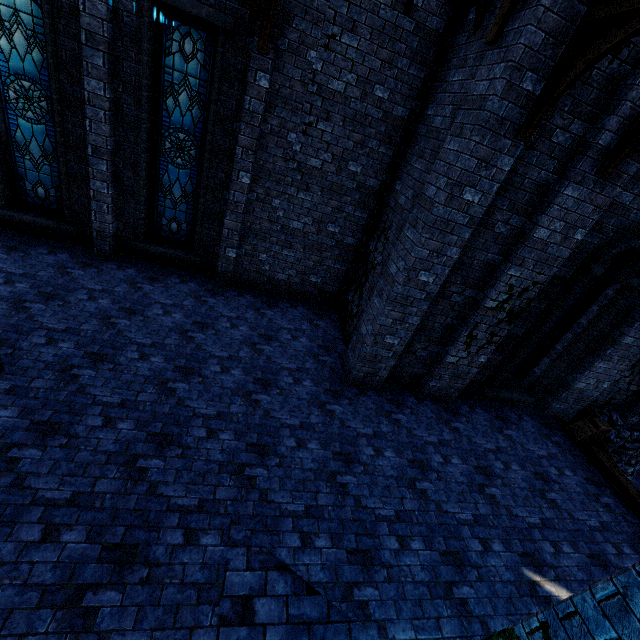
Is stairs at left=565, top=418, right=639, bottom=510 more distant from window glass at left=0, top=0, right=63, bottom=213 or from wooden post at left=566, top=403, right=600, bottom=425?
window glass at left=0, top=0, right=63, bottom=213

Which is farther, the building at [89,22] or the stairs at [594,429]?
the stairs at [594,429]

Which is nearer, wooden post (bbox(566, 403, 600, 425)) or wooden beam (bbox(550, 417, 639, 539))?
wooden beam (bbox(550, 417, 639, 539))

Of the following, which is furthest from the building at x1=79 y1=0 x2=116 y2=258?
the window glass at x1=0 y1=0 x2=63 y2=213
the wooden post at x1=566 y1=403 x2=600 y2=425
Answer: the window glass at x1=0 y1=0 x2=63 y2=213

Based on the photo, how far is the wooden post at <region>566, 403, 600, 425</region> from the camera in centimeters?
858cm

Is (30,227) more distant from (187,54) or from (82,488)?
(82,488)

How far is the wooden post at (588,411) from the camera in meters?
8.6 m

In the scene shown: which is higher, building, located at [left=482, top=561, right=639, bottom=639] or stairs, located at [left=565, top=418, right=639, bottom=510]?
building, located at [left=482, top=561, right=639, bottom=639]
